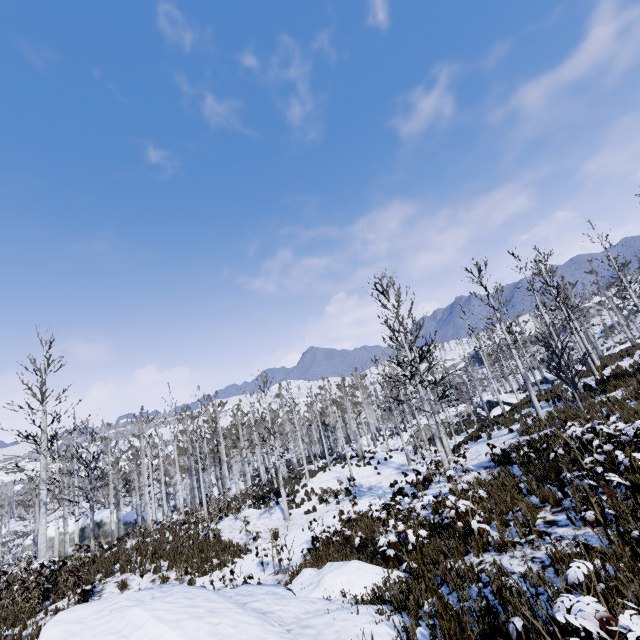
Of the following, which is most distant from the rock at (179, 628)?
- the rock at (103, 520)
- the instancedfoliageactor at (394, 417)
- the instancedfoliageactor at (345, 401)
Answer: the rock at (103, 520)

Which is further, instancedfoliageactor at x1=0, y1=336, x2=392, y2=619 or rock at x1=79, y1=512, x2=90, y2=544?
rock at x1=79, y1=512, x2=90, y2=544

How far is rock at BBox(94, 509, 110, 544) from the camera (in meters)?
31.39

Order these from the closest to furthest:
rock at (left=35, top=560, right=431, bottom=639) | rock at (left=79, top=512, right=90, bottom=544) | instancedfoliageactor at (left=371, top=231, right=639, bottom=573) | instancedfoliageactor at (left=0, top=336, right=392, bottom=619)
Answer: rock at (left=35, top=560, right=431, bottom=639), instancedfoliageactor at (left=371, top=231, right=639, bottom=573), instancedfoliageactor at (left=0, top=336, right=392, bottom=619), rock at (left=79, top=512, right=90, bottom=544)

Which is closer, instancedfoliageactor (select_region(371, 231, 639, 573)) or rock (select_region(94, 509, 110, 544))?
instancedfoliageactor (select_region(371, 231, 639, 573))

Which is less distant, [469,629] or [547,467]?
[469,629]

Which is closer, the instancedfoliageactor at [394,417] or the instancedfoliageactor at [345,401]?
the instancedfoliageactor at [394,417]
